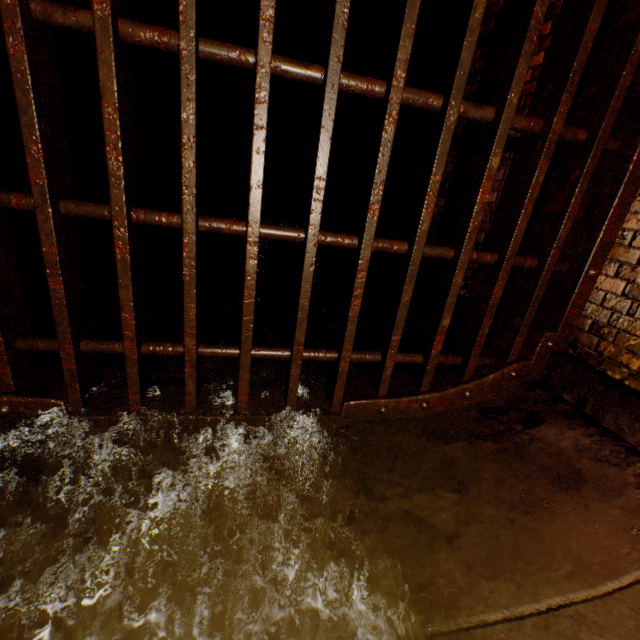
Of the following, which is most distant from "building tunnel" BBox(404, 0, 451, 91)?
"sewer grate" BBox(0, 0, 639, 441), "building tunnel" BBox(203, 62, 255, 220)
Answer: "building tunnel" BBox(203, 62, 255, 220)

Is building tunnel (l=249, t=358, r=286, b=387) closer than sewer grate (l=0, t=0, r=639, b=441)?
No

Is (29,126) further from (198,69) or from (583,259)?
(583,259)

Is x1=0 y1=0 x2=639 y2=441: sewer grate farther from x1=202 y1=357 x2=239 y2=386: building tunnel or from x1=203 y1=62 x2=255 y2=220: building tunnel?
x1=203 y1=62 x2=255 y2=220: building tunnel

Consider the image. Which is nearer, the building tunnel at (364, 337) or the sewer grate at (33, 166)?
the sewer grate at (33, 166)

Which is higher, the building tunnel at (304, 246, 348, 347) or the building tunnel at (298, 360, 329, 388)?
the building tunnel at (304, 246, 348, 347)

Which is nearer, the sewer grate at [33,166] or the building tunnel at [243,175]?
the sewer grate at [33,166]
